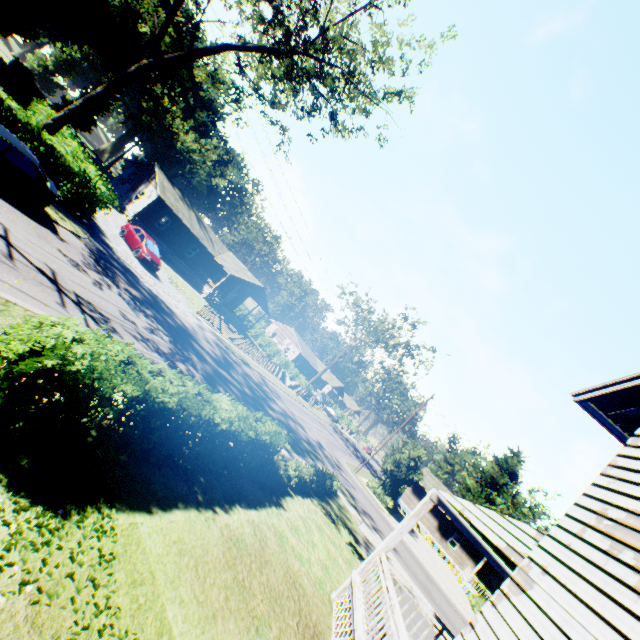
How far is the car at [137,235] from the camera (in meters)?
23.19

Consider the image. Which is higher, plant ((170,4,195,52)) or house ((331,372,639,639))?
plant ((170,4,195,52))

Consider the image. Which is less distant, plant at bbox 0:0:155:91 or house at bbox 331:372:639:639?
house at bbox 331:372:639:639

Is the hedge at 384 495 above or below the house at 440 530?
below

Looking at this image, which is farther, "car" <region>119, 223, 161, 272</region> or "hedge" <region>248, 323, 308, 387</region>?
"hedge" <region>248, 323, 308, 387</region>

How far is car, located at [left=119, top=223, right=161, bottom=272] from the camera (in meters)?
23.19

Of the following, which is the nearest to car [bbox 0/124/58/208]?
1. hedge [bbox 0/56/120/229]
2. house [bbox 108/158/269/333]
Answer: hedge [bbox 0/56/120/229]

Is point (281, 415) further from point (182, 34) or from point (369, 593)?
point (182, 34)
